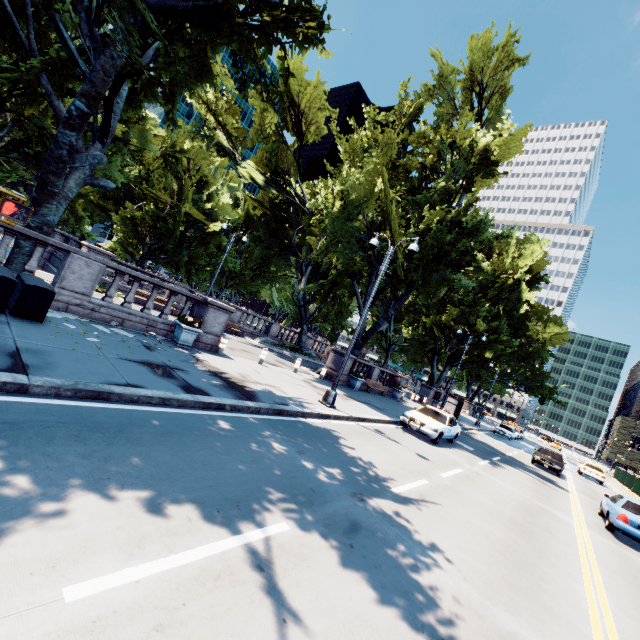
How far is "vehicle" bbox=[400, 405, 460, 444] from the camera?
14.84m

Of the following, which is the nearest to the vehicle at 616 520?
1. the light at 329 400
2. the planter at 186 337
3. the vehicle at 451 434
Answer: the vehicle at 451 434

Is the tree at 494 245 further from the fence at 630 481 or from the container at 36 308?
the fence at 630 481

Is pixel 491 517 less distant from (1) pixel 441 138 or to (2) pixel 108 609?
(2) pixel 108 609

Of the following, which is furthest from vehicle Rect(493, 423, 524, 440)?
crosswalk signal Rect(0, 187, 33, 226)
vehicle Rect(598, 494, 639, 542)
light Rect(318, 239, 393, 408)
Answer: crosswalk signal Rect(0, 187, 33, 226)

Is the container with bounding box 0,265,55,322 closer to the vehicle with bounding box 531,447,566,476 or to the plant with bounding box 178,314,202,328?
the plant with bounding box 178,314,202,328

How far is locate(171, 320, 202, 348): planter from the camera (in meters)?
12.15

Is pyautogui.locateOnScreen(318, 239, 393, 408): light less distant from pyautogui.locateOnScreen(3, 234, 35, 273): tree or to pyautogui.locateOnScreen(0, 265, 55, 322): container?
pyautogui.locateOnScreen(3, 234, 35, 273): tree
